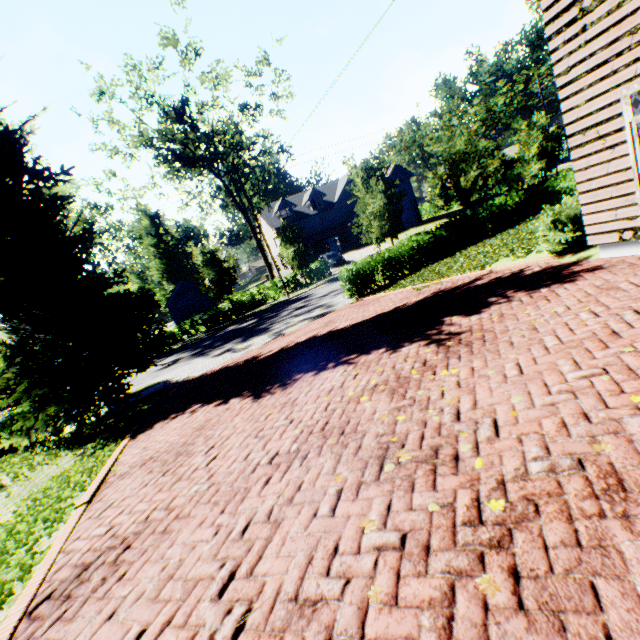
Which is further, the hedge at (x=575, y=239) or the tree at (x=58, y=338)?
the tree at (x=58, y=338)

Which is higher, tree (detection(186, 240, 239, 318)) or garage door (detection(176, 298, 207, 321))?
tree (detection(186, 240, 239, 318))

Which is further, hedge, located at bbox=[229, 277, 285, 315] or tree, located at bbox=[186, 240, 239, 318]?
hedge, located at bbox=[229, 277, 285, 315]

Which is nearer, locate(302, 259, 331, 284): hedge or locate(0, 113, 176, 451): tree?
locate(0, 113, 176, 451): tree

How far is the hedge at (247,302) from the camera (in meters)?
30.59

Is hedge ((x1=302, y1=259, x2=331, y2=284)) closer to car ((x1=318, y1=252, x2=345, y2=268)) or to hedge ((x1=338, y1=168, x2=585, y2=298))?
car ((x1=318, y1=252, x2=345, y2=268))

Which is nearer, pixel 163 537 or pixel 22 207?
pixel 163 537

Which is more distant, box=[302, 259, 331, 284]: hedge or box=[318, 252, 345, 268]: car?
box=[318, 252, 345, 268]: car
